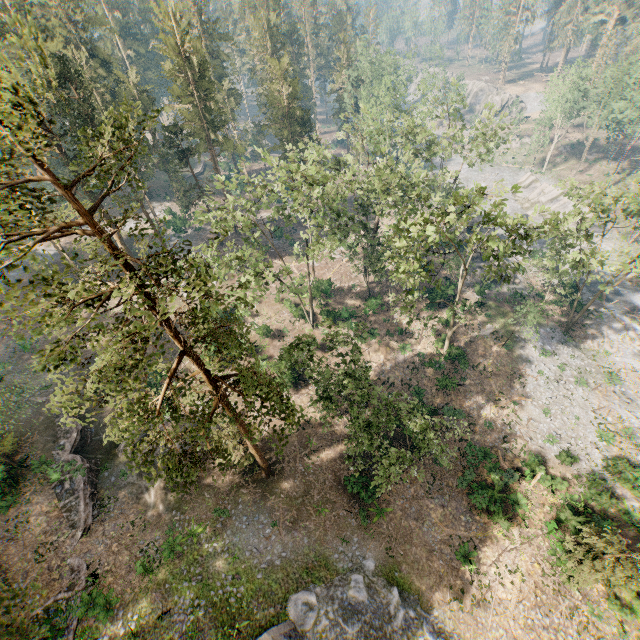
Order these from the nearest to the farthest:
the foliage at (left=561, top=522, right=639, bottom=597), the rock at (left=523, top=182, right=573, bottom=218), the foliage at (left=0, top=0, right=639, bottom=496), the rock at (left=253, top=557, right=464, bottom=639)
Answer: the foliage at (left=0, top=0, right=639, bottom=496), the foliage at (left=561, top=522, right=639, bottom=597), the rock at (left=253, top=557, right=464, bottom=639), the rock at (left=523, top=182, right=573, bottom=218)

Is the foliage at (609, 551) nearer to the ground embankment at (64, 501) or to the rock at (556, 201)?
the ground embankment at (64, 501)

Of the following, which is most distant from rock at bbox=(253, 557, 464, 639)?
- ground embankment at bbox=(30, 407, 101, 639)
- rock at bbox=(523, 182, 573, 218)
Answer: rock at bbox=(523, 182, 573, 218)

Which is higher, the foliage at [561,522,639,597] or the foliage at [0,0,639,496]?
the foliage at [0,0,639,496]

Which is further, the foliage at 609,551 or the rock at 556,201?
the rock at 556,201

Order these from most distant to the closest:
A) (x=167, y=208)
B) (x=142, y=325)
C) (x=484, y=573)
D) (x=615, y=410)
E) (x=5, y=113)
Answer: (x=167, y=208) < (x=615, y=410) < (x=484, y=573) < (x=142, y=325) < (x=5, y=113)

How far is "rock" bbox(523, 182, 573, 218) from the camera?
55.0m

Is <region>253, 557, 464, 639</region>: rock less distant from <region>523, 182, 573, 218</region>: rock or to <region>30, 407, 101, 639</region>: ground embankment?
<region>30, 407, 101, 639</region>: ground embankment
